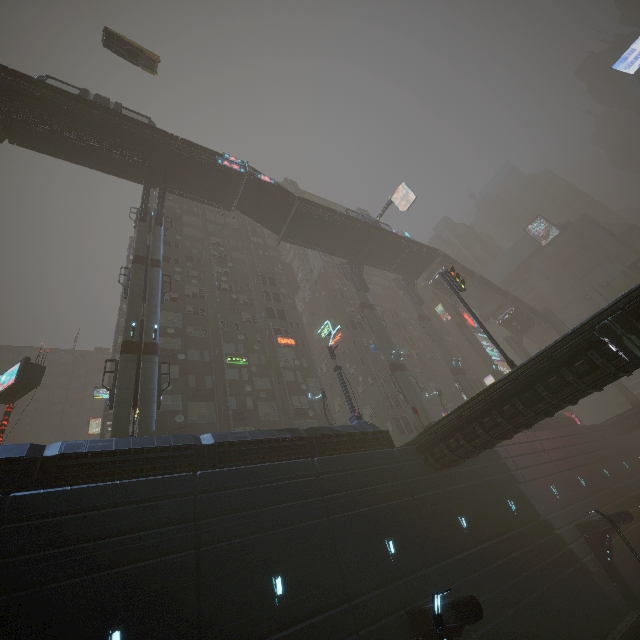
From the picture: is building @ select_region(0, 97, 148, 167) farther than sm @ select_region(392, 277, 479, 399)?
No

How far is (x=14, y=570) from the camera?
9.6 meters

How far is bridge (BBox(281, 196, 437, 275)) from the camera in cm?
3681

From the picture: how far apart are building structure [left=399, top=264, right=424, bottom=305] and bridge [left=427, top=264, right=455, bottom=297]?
3.6m

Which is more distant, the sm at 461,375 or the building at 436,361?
the building at 436,361

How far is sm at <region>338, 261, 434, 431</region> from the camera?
31.1 meters

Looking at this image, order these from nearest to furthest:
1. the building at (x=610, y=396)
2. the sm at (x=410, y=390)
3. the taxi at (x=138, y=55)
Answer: the taxi at (x=138, y=55) → the sm at (x=410, y=390) → the building at (x=610, y=396)

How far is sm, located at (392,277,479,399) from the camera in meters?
38.4
